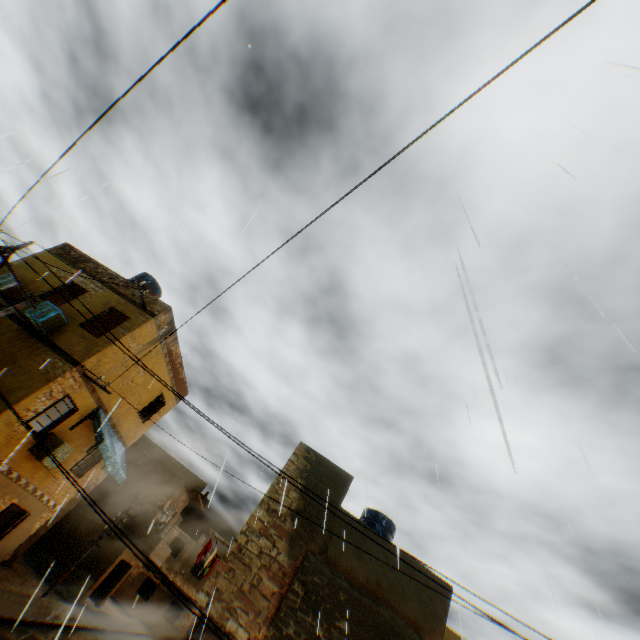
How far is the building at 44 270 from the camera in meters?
12.6 m

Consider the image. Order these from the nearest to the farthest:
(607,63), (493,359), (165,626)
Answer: (493,359)
(607,63)
(165,626)

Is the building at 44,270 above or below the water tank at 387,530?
below

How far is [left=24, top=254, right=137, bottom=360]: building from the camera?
12.6 meters

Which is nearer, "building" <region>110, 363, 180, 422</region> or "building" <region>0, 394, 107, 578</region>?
"building" <region>0, 394, 107, 578</region>
